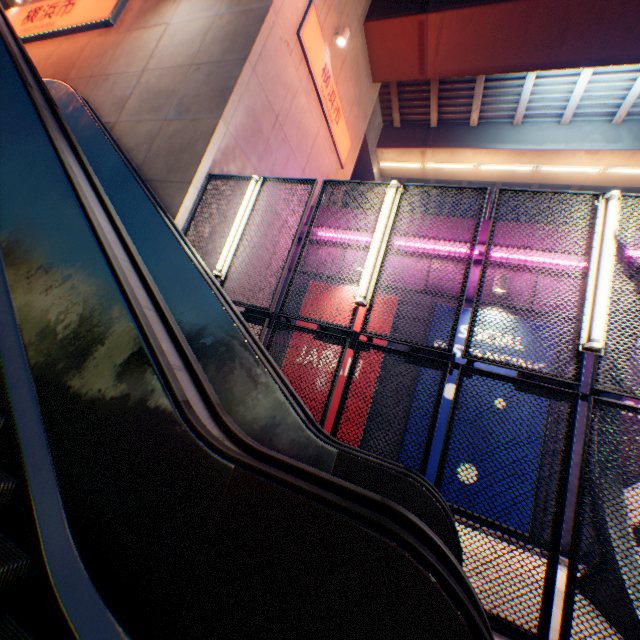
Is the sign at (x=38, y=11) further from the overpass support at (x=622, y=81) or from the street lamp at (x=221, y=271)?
the street lamp at (x=221, y=271)

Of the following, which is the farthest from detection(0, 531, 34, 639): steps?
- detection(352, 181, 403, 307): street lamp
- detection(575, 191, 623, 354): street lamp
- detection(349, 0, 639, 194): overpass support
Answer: detection(349, 0, 639, 194): overpass support

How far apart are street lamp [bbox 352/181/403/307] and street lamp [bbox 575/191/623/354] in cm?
231

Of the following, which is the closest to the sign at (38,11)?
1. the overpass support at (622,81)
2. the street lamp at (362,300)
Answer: the overpass support at (622,81)

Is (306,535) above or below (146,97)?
below

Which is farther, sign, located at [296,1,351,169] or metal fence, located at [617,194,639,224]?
sign, located at [296,1,351,169]

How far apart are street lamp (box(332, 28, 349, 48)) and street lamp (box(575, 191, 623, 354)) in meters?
8.9 m

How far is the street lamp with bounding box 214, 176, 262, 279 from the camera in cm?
523
